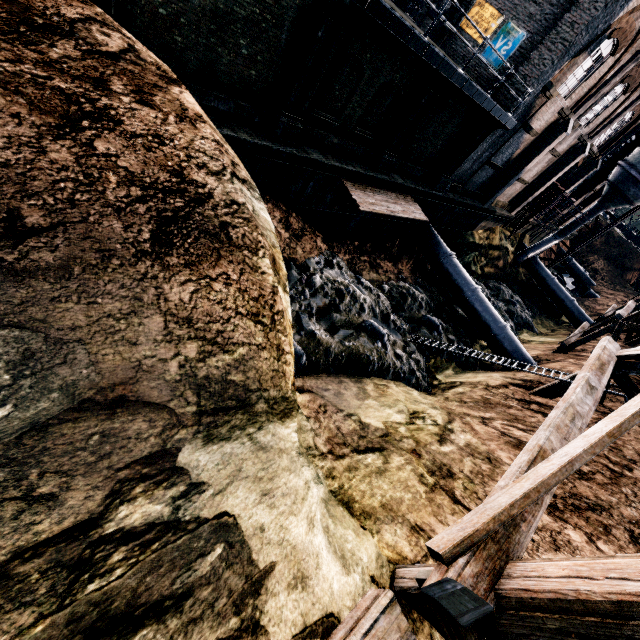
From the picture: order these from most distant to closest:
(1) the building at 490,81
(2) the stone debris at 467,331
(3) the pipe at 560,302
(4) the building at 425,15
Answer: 1. (3) the pipe at 560,302
2. (4) the building at 425,15
3. (1) the building at 490,81
4. (2) the stone debris at 467,331

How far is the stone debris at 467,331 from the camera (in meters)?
12.26

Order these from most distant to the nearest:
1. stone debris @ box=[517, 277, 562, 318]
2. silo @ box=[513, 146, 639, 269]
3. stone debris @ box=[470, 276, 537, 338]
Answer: stone debris @ box=[517, 277, 562, 318] < silo @ box=[513, 146, 639, 269] < stone debris @ box=[470, 276, 537, 338]

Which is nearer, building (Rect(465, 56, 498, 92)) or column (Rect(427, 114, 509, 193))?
column (Rect(427, 114, 509, 193))

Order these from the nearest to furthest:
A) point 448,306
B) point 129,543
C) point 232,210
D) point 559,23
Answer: A: point 129,543 → point 232,210 → point 559,23 → point 448,306

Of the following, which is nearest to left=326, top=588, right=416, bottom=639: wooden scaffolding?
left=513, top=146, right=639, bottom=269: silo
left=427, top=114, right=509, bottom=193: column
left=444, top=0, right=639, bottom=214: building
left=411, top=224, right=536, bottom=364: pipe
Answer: left=411, top=224, right=536, bottom=364: pipe

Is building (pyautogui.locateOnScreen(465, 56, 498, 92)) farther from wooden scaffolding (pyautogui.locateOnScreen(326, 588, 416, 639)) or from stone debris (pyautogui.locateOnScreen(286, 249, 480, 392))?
wooden scaffolding (pyautogui.locateOnScreen(326, 588, 416, 639))

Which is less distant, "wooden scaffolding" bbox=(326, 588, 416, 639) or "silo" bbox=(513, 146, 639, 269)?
"wooden scaffolding" bbox=(326, 588, 416, 639)
